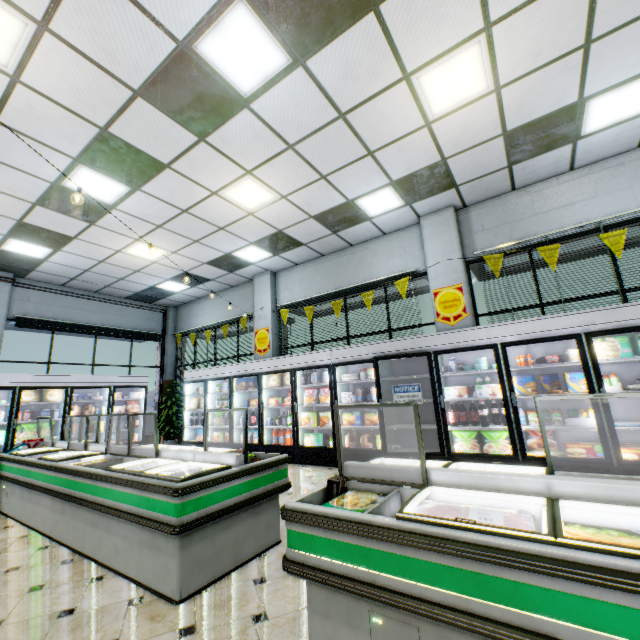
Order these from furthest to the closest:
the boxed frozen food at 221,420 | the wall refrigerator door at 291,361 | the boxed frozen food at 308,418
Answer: the boxed frozen food at 221,420 < the boxed frozen food at 308,418 < the wall refrigerator door at 291,361

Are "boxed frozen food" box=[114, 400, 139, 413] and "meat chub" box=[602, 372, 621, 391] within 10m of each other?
no

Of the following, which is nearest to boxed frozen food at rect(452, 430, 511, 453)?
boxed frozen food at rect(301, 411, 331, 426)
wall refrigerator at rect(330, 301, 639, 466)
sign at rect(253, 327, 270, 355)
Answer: wall refrigerator at rect(330, 301, 639, 466)

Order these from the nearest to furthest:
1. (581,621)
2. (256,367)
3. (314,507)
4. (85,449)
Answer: (581,621) < (314,507) < (85,449) < (256,367)

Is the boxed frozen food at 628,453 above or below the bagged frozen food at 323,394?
below

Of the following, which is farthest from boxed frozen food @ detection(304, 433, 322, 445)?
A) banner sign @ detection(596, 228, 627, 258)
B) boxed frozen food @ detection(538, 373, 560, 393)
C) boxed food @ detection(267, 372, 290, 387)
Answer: banner sign @ detection(596, 228, 627, 258)

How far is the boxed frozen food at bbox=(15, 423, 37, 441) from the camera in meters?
7.5 m

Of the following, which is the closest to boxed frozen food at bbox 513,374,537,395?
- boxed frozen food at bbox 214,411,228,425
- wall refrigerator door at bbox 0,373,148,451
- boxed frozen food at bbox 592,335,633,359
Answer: boxed frozen food at bbox 592,335,633,359
